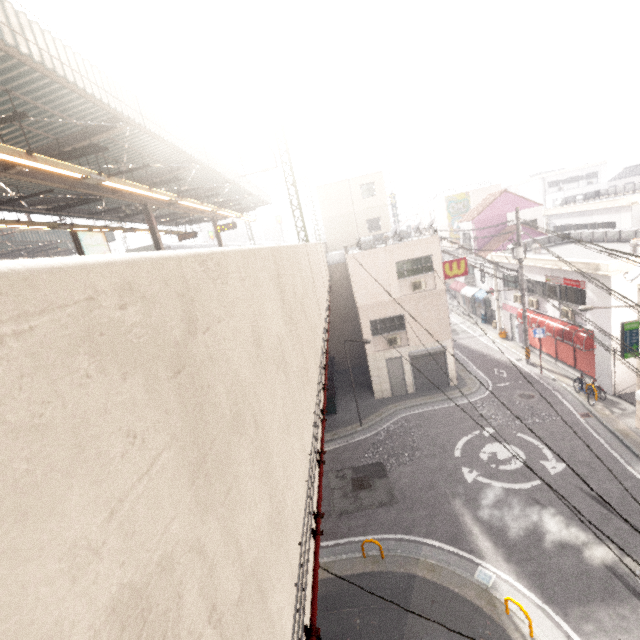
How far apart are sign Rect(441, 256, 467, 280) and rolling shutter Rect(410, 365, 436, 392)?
3.7m

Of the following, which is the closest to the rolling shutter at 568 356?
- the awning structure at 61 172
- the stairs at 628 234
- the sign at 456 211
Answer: the stairs at 628 234

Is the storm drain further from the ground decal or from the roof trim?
the roof trim

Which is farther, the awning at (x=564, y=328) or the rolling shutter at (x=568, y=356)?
the rolling shutter at (x=568, y=356)

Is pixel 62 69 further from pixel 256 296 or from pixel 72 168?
pixel 256 296

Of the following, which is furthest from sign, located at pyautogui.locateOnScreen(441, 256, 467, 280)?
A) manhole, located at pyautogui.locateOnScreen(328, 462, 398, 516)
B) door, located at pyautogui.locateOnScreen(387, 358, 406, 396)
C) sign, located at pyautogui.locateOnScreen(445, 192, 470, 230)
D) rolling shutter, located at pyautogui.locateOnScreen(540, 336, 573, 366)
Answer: sign, located at pyautogui.locateOnScreen(445, 192, 470, 230)

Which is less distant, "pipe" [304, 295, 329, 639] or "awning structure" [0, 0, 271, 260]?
"pipe" [304, 295, 329, 639]

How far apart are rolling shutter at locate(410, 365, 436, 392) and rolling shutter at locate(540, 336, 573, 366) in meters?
6.4
